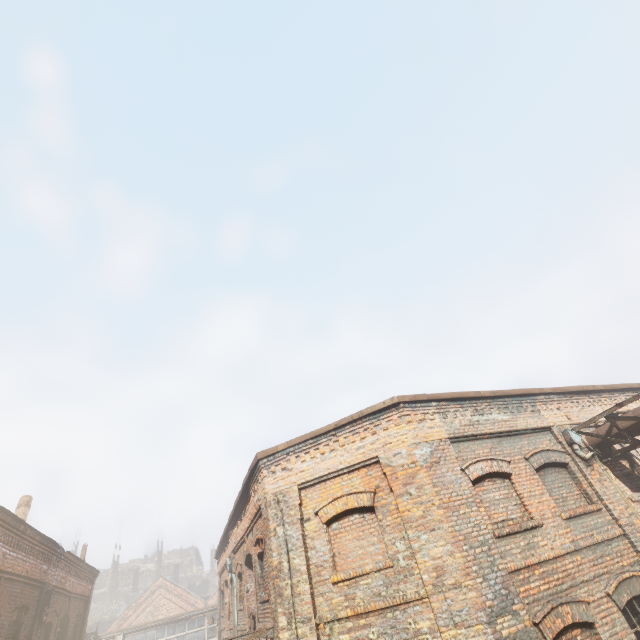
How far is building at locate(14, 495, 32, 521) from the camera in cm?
1420

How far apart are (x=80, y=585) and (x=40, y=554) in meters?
6.0 m

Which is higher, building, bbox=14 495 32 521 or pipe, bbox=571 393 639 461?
building, bbox=14 495 32 521

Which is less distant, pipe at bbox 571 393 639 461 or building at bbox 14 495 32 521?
pipe at bbox 571 393 639 461

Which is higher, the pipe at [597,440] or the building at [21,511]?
the building at [21,511]

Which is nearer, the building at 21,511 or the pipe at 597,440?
the pipe at 597,440
